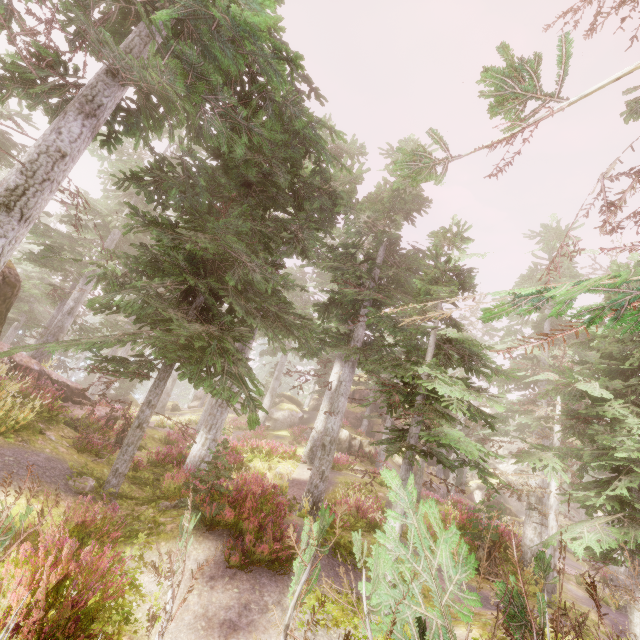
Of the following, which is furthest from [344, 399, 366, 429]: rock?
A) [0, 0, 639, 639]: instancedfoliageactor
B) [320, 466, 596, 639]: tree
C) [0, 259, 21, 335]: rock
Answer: [320, 466, 596, 639]: tree

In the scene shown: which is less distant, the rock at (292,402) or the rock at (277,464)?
the rock at (277,464)

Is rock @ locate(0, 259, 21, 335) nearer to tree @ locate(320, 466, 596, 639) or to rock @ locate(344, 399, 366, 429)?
tree @ locate(320, 466, 596, 639)

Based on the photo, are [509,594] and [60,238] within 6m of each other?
no

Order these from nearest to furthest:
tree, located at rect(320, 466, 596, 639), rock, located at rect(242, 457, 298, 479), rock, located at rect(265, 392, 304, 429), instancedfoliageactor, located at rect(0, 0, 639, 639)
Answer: tree, located at rect(320, 466, 596, 639)
instancedfoliageactor, located at rect(0, 0, 639, 639)
rock, located at rect(242, 457, 298, 479)
rock, located at rect(265, 392, 304, 429)

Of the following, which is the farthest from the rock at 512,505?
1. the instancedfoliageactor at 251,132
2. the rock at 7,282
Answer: the rock at 7,282

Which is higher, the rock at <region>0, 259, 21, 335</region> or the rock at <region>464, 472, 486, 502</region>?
the rock at <region>0, 259, 21, 335</region>

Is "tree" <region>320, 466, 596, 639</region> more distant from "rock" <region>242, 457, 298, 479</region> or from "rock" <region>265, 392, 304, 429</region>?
"rock" <region>265, 392, 304, 429</region>
